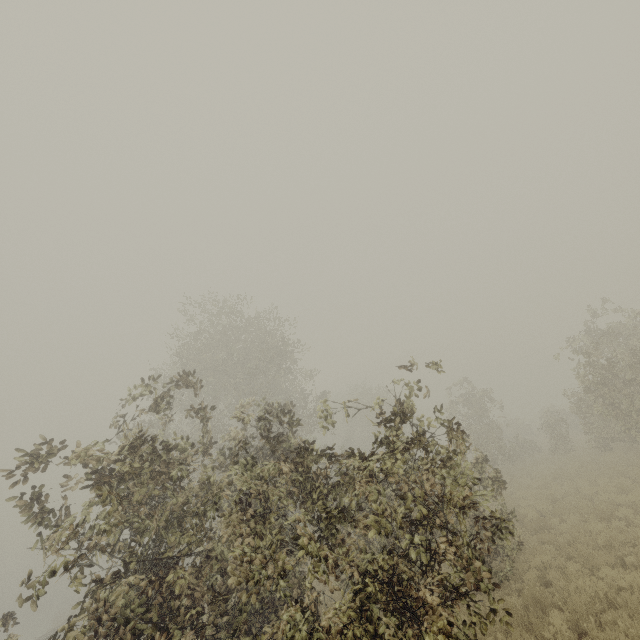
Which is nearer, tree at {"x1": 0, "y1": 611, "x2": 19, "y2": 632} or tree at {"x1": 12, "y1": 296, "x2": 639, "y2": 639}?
tree at {"x1": 12, "y1": 296, "x2": 639, "y2": 639}

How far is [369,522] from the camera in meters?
4.7 m

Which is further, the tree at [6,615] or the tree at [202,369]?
the tree at [6,615]
